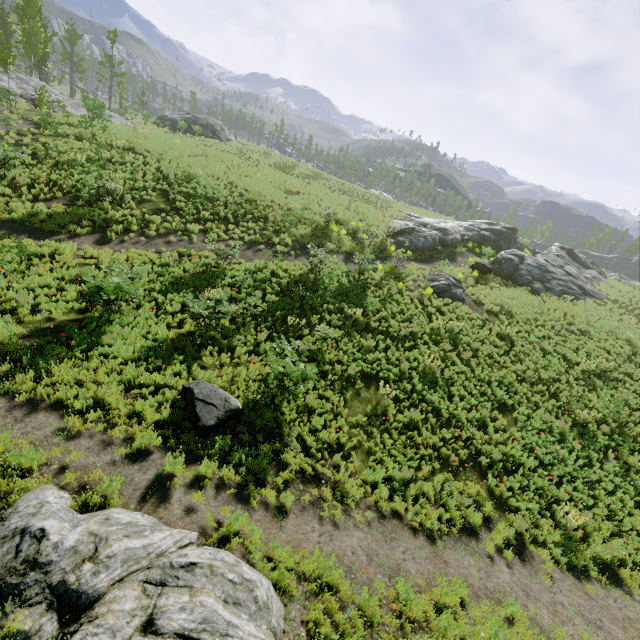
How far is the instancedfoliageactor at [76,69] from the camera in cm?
1988

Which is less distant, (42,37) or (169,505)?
(169,505)

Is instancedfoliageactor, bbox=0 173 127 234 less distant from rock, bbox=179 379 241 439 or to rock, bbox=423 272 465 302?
rock, bbox=179 379 241 439

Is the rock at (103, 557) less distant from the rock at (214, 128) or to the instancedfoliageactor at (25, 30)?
the instancedfoliageactor at (25, 30)

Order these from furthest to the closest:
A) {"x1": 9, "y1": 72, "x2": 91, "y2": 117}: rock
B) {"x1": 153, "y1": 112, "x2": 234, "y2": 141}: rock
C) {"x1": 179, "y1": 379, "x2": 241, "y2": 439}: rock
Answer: {"x1": 153, "y1": 112, "x2": 234, "y2": 141}: rock → {"x1": 9, "y1": 72, "x2": 91, "y2": 117}: rock → {"x1": 179, "y1": 379, "x2": 241, "y2": 439}: rock

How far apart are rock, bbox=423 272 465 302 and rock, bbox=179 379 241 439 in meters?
15.4

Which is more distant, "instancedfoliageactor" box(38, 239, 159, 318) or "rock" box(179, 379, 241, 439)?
"instancedfoliageactor" box(38, 239, 159, 318)

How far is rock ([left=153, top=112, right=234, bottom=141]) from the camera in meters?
41.7
